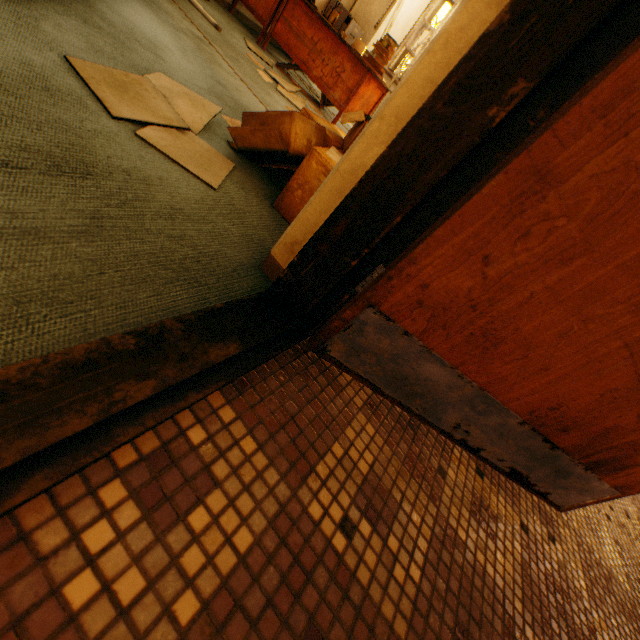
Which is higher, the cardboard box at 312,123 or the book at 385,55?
the book at 385,55

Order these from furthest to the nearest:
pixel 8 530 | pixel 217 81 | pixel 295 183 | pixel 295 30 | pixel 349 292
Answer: pixel 295 30, pixel 217 81, pixel 295 183, pixel 349 292, pixel 8 530

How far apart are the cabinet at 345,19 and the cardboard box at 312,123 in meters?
4.3 m

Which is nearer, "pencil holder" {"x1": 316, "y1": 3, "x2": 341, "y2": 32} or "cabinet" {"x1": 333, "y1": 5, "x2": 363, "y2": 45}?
"pencil holder" {"x1": 316, "y1": 3, "x2": 341, "y2": 32}

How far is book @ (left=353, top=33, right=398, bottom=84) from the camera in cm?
344

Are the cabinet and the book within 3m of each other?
yes

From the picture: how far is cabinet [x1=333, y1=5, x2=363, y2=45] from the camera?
4.9m

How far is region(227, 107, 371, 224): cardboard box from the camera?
1.4 meters
